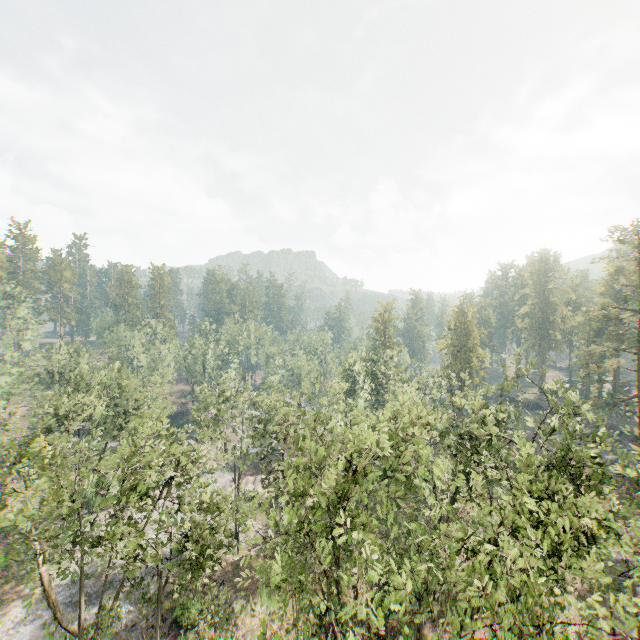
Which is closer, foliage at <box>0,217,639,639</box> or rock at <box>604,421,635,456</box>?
foliage at <box>0,217,639,639</box>

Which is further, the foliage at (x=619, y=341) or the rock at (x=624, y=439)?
the rock at (x=624, y=439)

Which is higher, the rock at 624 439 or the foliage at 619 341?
the rock at 624 439

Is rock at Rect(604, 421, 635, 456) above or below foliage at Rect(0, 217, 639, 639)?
above

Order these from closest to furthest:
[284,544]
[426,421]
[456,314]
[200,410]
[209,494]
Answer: [284,544] → [209,494] → [426,421] → [200,410] → [456,314]
